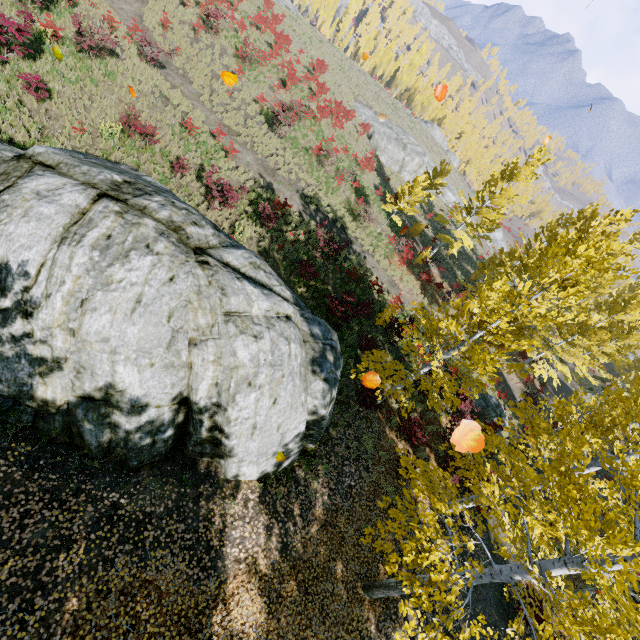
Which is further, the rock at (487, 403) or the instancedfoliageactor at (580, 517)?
the rock at (487, 403)

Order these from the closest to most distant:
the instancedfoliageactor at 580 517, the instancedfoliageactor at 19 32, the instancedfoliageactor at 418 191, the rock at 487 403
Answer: the instancedfoliageactor at 580 517
the instancedfoliageactor at 19 32
the rock at 487 403
the instancedfoliageactor at 418 191

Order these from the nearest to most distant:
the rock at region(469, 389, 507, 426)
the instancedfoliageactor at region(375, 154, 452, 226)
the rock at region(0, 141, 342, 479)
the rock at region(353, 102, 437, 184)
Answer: the rock at region(0, 141, 342, 479) → the rock at region(469, 389, 507, 426) → the instancedfoliageactor at region(375, 154, 452, 226) → the rock at region(353, 102, 437, 184)

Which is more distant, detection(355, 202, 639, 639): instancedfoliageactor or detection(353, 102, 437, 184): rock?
detection(353, 102, 437, 184): rock

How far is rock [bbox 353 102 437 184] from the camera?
36.84m

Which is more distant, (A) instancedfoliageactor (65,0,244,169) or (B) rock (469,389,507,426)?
(B) rock (469,389,507,426)

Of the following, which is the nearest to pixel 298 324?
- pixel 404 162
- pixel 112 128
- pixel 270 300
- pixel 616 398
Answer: pixel 270 300
